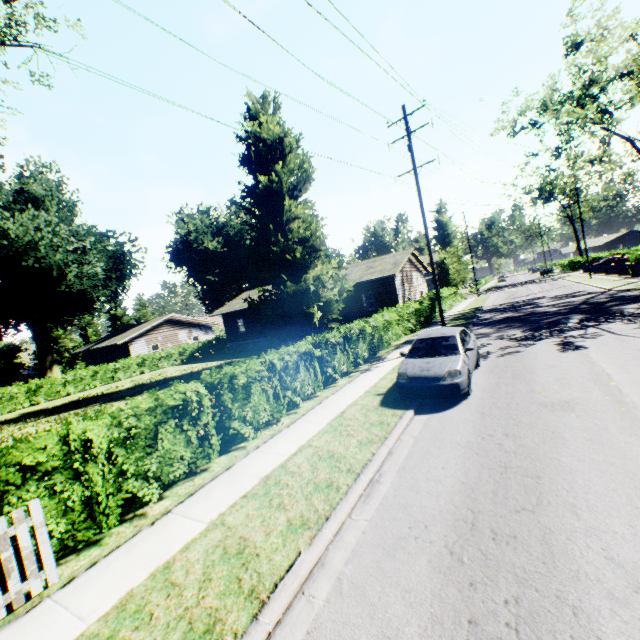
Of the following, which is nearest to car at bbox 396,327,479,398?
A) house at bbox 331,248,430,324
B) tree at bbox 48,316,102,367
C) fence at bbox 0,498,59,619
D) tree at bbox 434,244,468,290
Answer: fence at bbox 0,498,59,619

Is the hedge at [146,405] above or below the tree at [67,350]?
below

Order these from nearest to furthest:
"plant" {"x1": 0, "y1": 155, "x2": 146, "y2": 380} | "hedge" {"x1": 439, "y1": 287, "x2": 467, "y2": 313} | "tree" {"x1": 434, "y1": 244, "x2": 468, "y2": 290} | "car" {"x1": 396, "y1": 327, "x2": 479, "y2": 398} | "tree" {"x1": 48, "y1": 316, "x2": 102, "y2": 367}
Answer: "car" {"x1": 396, "y1": 327, "x2": 479, "y2": 398} → "plant" {"x1": 0, "y1": 155, "x2": 146, "y2": 380} → "hedge" {"x1": 439, "y1": 287, "x2": 467, "y2": 313} → "tree" {"x1": 434, "y1": 244, "x2": 468, "y2": 290} → "tree" {"x1": 48, "y1": 316, "x2": 102, "y2": 367}

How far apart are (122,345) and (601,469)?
41.51m

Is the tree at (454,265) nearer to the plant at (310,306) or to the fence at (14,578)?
the plant at (310,306)

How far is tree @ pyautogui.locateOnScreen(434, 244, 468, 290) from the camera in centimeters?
3722cm

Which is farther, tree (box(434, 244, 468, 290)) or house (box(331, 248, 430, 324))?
tree (box(434, 244, 468, 290))

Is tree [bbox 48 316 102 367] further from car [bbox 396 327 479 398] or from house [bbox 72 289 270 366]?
car [bbox 396 327 479 398]
